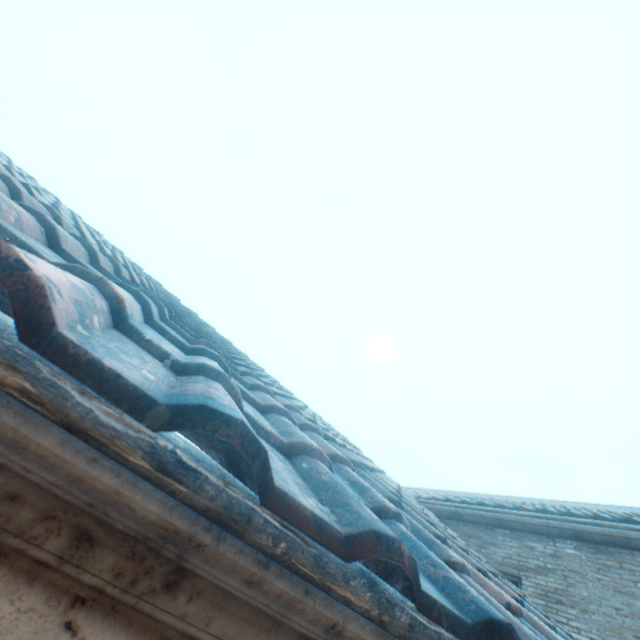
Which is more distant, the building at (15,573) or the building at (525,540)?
the building at (525,540)

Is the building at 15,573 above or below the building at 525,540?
below

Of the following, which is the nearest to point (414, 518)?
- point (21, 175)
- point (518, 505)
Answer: point (21, 175)

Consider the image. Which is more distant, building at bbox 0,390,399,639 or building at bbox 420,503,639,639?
building at bbox 420,503,639,639

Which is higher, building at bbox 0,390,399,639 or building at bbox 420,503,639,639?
building at bbox 420,503,639,639
